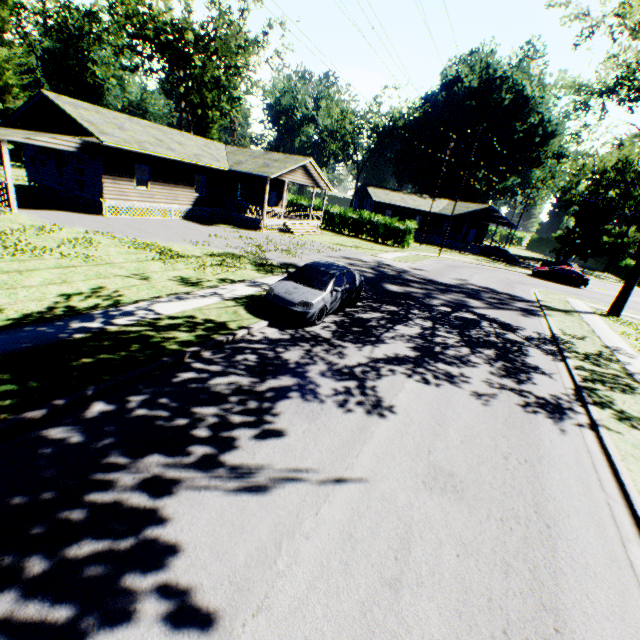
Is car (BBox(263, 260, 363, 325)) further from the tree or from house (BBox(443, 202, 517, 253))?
house (BBox(443, 202, 517, 253))

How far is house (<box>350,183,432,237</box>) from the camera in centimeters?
4759cm

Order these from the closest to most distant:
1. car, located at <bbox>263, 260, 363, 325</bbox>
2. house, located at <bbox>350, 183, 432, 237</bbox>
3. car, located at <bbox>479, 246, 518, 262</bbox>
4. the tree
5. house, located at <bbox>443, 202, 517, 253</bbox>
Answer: car, located at <bbox>263, 260, 363, 325</bbox> < the tree < car, located at <bbox>479, 246, 518, 262</bbox> < house, located at <bbox>443, 202, 517, 253</bbox> < house, located at <bbox>350, 183, 432, 237</bbox>

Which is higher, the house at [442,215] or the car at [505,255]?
the house at [442,215]

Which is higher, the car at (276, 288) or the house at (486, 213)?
the house at (486, 213)

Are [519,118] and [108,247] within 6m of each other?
no

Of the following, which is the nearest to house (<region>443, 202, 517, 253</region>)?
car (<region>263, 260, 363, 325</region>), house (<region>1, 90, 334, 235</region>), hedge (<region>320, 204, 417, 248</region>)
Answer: hedge (<region>320, 204, 417, 248</region>)

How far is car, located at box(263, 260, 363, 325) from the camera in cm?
995
